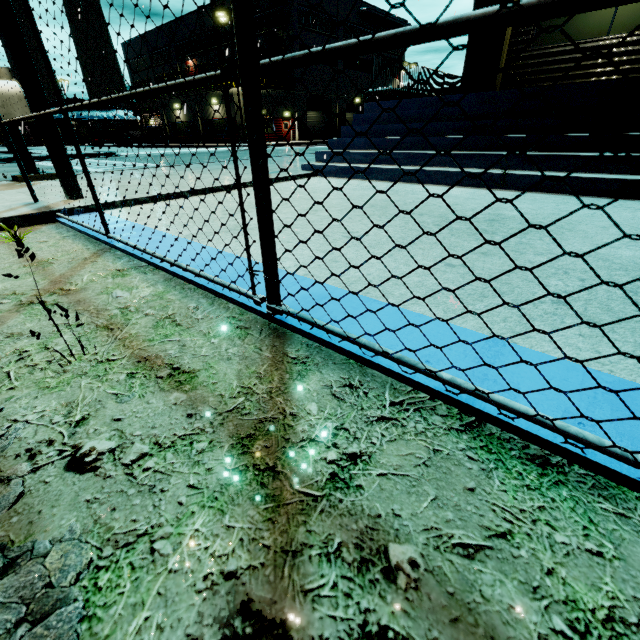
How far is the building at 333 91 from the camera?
40.7m

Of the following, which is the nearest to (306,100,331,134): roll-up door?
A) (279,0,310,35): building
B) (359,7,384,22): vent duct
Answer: (279,0,310,35): building

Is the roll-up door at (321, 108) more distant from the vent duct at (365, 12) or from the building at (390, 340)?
the vent duct at (365, 12)

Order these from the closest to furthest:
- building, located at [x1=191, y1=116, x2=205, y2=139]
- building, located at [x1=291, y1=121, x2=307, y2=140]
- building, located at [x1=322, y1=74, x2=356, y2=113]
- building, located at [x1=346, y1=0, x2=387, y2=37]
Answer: building, located at [x1=191, y1=116, x2=205, y2=139] → building, located at [x1=291, y1=121, x2=307, y2=140] → building, located at [x1=346, y1=0, x2=387, y2=37] → building, located at [x1=322, y1=74, x2=356, y2=113]

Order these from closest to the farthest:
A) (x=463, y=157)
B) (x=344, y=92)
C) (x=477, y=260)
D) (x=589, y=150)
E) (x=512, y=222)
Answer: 1. (x=477, y=260)
2. (x=512, y=222)
3. (x=589, y=150)
4. (x=463, y=157)
5. (x=344, y=92)

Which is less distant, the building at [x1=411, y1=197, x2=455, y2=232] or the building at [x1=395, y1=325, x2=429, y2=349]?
the building at [x1=395, y1=325, x2=429, y2=349]
